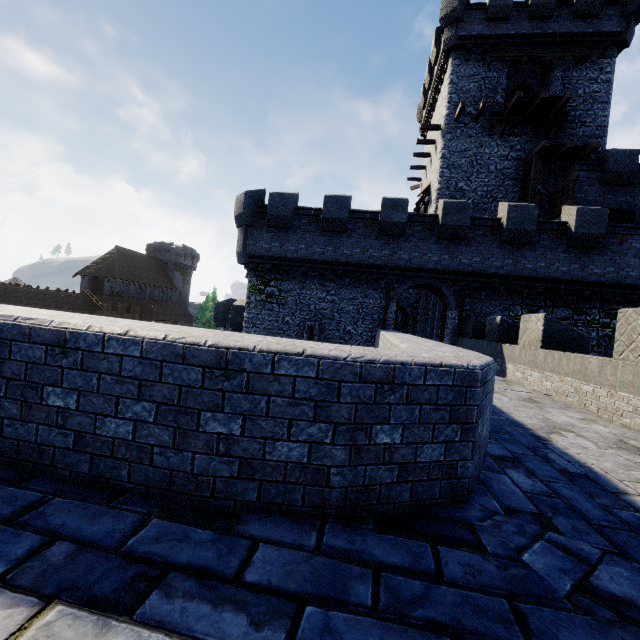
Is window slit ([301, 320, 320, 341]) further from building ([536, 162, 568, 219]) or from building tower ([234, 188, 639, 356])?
building ([536, 162, 568, 219])

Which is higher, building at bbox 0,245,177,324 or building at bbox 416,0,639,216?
building at bbox 416,0,639,216

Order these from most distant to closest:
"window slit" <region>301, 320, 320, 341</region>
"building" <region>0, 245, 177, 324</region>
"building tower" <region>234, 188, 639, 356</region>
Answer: "building" <region>0, 245, 177, 324</region>
"window slit" <region>301, 320, 320, 341</region>
"building tower" <region>234, 188, 639, 356</region>

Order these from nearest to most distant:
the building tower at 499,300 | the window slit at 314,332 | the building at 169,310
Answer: the building tower at 499,300 → the window slit at 314,332 → the building at 169,310

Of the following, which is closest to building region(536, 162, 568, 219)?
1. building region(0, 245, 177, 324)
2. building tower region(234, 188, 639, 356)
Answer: building tower region(234, 188, 639, 356)

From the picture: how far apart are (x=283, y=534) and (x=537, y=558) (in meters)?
1.45

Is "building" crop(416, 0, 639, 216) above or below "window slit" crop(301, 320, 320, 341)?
→ above

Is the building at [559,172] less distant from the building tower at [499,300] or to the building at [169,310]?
the building tower at [499,300]
